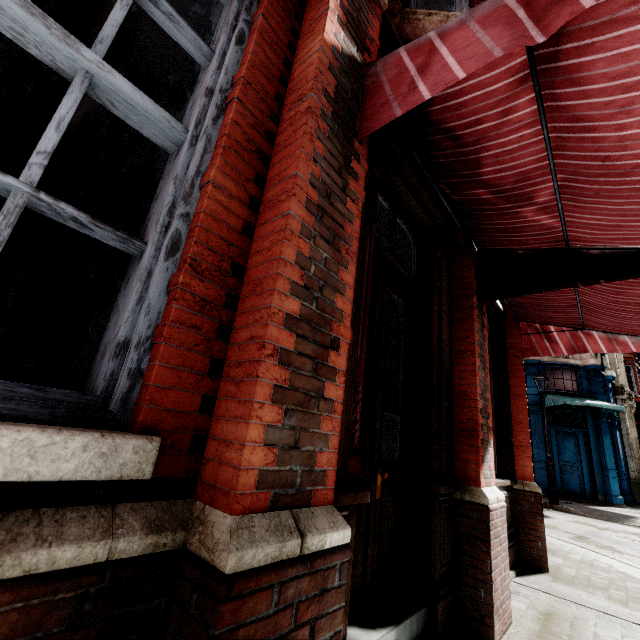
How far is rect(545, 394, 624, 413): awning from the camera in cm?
1326

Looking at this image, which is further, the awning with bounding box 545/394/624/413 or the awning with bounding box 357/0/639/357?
the awning with bounding box 545/394/624/413

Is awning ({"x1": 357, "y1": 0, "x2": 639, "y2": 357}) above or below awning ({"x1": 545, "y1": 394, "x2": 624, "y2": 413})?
below

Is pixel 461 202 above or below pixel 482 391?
above

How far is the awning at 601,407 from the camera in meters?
13.3

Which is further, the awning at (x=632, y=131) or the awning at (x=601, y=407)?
the awning at (x=601, y=407)
